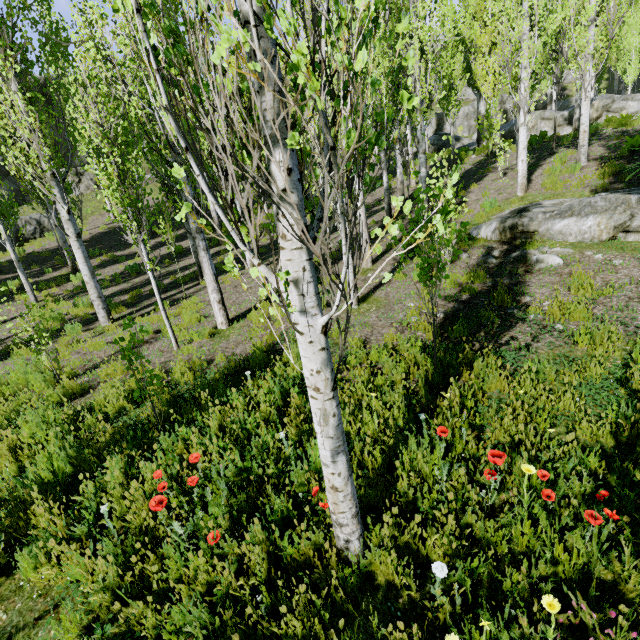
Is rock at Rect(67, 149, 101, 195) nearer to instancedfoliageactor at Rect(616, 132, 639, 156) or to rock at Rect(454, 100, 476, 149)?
instancedfoliageactor at Rect(616, 132, 639, 156)

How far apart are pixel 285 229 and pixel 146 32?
1.1m

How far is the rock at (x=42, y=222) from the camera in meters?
19.7

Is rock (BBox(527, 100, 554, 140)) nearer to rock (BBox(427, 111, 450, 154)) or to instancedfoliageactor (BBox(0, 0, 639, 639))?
instancedfoliageactor (BBox(0, 0, 639, 639))

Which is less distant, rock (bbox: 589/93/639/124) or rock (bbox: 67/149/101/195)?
rock (bbox: 589/93/639/124)

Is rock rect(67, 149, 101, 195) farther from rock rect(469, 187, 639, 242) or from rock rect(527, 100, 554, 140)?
rock rect(469, 187, 639, 242)

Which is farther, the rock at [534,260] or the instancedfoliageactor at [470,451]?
the rock at [534,260]
